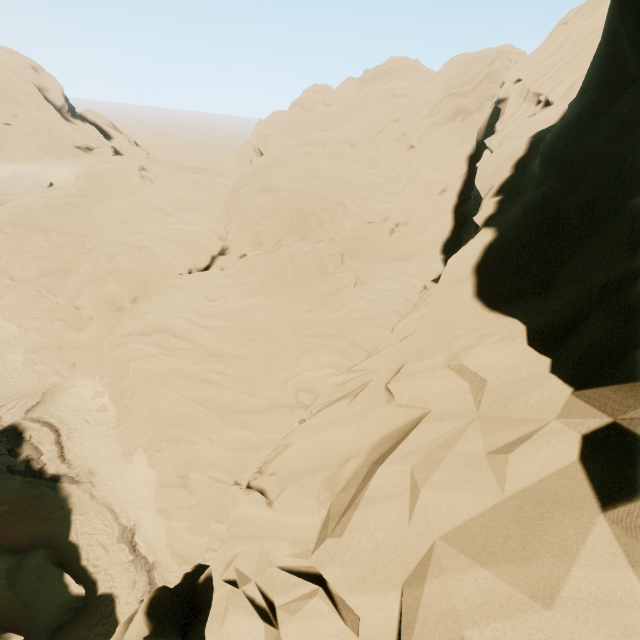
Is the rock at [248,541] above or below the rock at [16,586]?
above

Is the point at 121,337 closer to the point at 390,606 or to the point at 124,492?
the point at 124,492

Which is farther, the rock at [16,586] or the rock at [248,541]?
the rock at [16,586]

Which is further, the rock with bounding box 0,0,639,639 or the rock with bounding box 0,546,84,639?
the rock with bounding box 0,546,84,639

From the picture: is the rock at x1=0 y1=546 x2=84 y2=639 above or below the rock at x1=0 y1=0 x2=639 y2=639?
below
